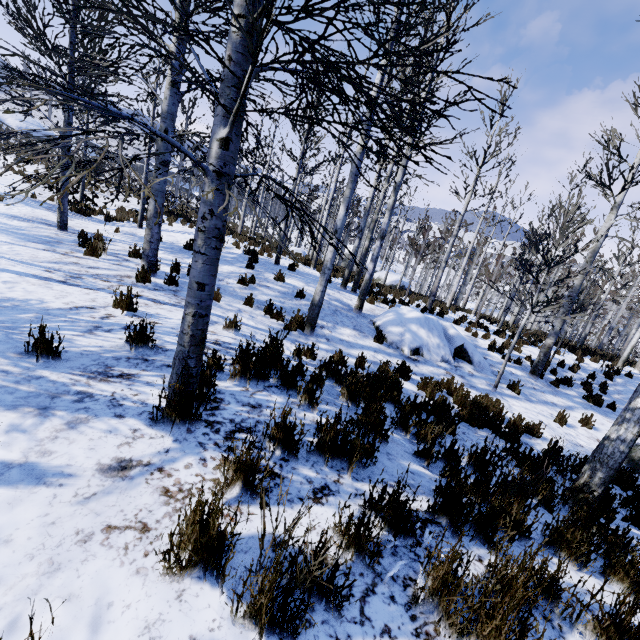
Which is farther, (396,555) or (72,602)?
(396,555)

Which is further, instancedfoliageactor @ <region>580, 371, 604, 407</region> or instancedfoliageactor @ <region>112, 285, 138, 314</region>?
instancedfoliageactor @ <region>580, 371, 604, 407</region>

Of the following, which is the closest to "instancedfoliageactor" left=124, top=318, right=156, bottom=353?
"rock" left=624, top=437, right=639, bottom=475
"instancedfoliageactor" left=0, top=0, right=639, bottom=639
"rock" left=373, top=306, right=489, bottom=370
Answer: "instancedfoliageactor" left=0, top=0, right=639, bottom=639

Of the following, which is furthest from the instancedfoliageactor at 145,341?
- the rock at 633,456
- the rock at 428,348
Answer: the rock at 633,456

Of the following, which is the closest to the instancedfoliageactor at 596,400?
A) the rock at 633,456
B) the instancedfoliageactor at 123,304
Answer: → the rock at 633,456

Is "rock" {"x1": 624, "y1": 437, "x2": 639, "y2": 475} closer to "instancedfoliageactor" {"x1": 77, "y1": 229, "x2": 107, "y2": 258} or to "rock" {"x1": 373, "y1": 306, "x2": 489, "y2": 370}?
"instancedfoliageactor" {"x1": 77, "y1": 229, "x2": 107, "y2": 258}

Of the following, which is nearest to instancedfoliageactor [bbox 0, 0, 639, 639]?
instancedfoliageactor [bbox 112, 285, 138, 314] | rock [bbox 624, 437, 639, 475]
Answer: rock [bbox 624, 437, 639, 475]
